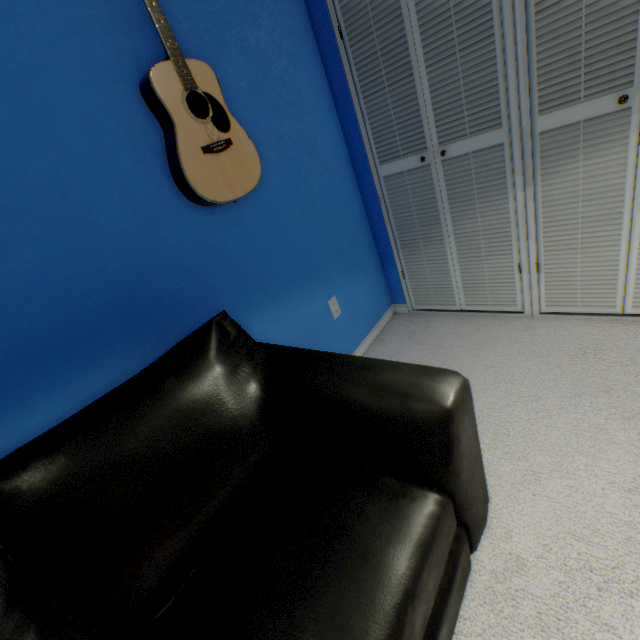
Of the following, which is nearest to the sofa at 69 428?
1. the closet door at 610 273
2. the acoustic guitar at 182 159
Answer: the acoustic guitar at 182 159

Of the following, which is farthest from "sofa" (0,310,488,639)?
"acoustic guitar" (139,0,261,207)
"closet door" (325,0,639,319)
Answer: "closet door" (325,0,639,319)

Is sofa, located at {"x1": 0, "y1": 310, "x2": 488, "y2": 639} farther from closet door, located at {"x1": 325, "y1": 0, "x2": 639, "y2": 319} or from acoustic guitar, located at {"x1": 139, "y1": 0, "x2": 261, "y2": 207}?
closet door, located at {"x1": 325, "y1": 0, "x2": 639, "y2": 319}

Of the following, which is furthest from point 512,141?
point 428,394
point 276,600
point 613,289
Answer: point 276,600

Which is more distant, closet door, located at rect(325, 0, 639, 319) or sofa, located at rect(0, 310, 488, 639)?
closet door, located at rect(325, 0, 639, 319)

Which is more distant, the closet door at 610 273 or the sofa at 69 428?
the closet door at 610 273

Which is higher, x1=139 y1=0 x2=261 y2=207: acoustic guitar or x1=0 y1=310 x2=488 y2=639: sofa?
x1=139 y1=0 x2=261 y2=207: acoustic guitar
